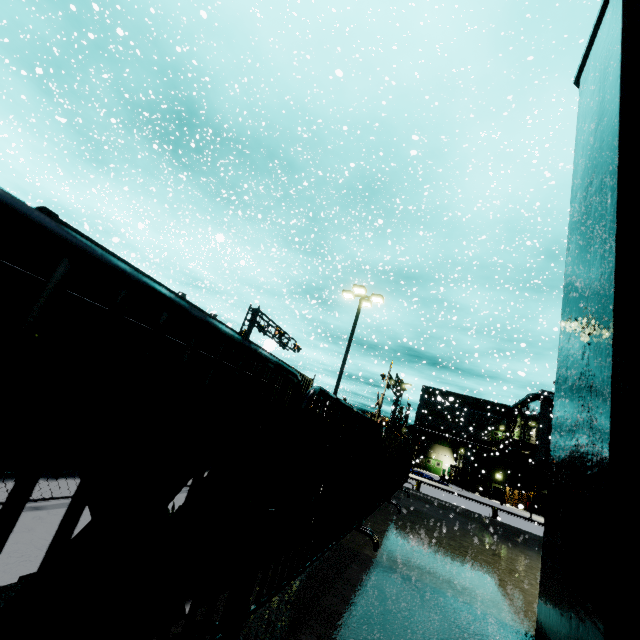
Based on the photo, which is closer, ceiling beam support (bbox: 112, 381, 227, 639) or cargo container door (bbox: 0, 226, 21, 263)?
ceiling beam support (bbox: 112, 381, 227, 639)

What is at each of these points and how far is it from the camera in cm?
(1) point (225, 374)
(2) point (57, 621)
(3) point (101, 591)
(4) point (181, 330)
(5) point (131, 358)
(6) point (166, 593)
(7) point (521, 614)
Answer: (1) cargo container, 980
(2) ceiling beam support, 172
(3) steel beam, 278
(4) cargo container, 800
(5) ceiling beam support, 107
(6) ceiling beam support, 157
(7) building, 231

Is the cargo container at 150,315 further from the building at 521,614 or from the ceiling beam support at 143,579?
the ceiling beam support at 143,579

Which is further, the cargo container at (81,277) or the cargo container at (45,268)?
the cargo container at (81,277)

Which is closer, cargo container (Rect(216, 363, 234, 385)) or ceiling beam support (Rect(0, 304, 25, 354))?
ceiling beam support (Rect(0, 304, 25, 354))

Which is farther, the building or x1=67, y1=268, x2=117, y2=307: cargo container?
x1=67, y1=268, x2=117, y2=307: cargo container

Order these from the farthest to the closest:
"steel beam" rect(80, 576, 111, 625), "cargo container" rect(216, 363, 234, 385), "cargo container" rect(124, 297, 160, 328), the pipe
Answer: the pipe → "cargo container" rect(216, 363, 234, 385) → "cargo container" rect(124, 297, 160, 328) → "steel beam" rect(80, 576, 111, 625)

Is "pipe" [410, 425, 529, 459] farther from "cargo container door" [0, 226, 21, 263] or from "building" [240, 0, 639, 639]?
"cargo container door" [0, 226, 21, 263]
